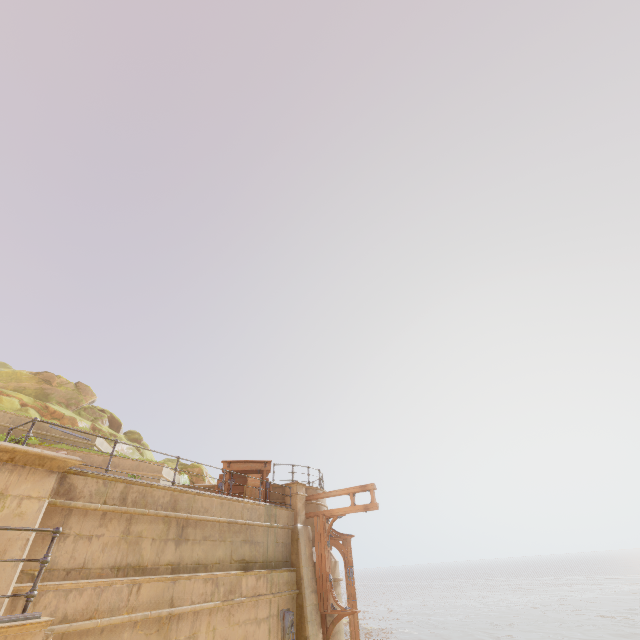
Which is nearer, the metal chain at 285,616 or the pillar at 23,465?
the pillar at 23,465

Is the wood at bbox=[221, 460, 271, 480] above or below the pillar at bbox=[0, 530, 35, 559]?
above

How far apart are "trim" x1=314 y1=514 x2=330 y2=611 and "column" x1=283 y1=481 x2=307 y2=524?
0.42m

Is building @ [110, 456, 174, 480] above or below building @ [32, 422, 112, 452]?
below

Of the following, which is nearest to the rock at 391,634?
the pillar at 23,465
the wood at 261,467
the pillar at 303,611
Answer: the pillar at 303,611

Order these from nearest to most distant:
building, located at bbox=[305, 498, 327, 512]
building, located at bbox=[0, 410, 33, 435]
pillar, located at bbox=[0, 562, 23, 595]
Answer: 1. pillar, located at bbox=[0, 562, 23, 595]
2. building, located at bbox=[0, 410, 33, 435]
3. building, located at bbox=[305, 498, 327, 512]

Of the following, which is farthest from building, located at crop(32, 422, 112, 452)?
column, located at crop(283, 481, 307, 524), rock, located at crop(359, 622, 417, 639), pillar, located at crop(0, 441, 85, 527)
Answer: rock, located at crop(359, 622, 417, 639)

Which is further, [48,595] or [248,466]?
[248,466]
